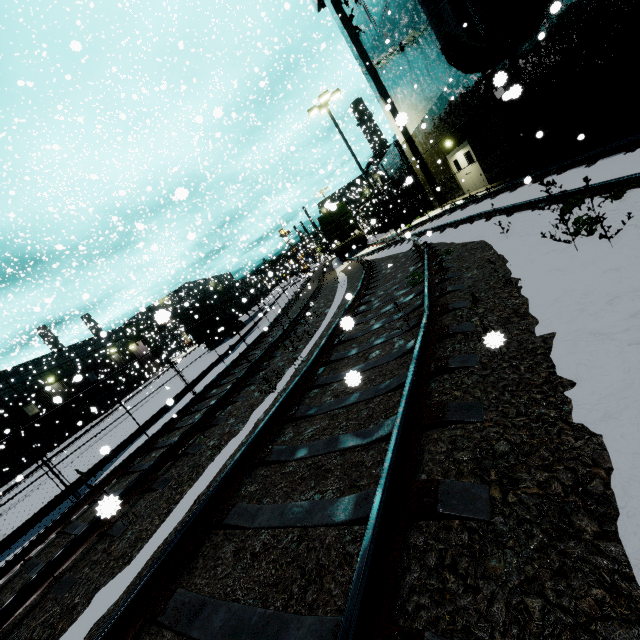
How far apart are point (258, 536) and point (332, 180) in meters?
40.7

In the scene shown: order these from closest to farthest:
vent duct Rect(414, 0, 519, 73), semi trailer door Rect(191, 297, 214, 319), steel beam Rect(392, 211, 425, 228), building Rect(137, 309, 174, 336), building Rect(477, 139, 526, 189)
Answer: building Rect(137, 309, 174, 336) → vent duct Rect(414, 0, 519, 73) → building Rect(477, 139, 526, 189) → semi trailer door Rect(191, 297, 214, 319) → steel beam Rect(392, 211, 425, 228)

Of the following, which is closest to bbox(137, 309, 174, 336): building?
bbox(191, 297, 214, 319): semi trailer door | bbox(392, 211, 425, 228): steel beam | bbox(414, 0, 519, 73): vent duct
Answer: bbox(414, 0, 519, 73): vent duct

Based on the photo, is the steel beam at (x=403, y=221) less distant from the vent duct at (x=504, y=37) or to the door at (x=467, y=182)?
the door at (x=467, y=182)

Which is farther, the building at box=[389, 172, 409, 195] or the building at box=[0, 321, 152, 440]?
the building at box=[389, 172, 409, 195]

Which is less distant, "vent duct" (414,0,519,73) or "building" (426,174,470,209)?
"vent duct" (414,0,519,73)

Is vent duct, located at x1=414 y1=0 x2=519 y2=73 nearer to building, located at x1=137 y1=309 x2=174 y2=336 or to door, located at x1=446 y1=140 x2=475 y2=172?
building, located at x1=137 y1=309 x2=174 y2=336

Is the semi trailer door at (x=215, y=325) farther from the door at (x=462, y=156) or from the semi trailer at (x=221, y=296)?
the door at (x=462, y=156)
